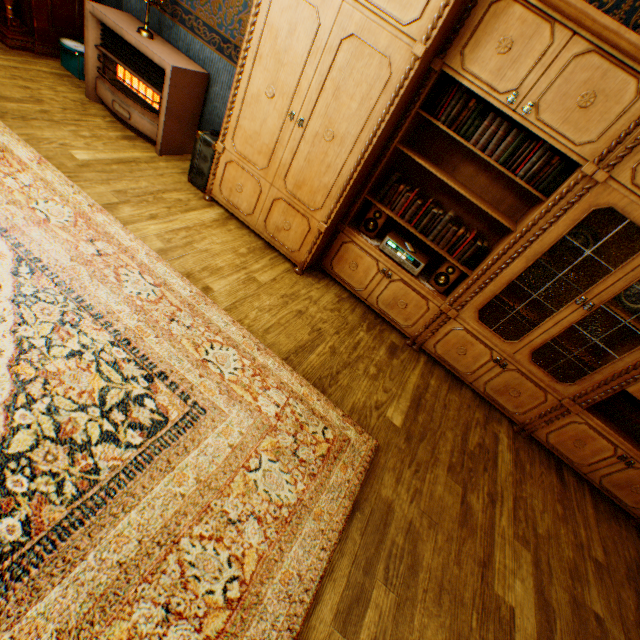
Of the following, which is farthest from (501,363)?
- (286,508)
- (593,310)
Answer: (286,508)

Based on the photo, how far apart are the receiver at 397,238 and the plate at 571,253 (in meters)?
1.05

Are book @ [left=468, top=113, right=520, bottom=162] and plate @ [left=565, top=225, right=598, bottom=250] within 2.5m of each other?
yes

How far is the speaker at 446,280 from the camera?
3.0 meters

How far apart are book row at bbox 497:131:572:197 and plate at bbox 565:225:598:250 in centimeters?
43cm

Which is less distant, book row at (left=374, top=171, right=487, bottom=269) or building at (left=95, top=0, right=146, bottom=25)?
book row at (left=374, top=171, right=487, bottom=269)

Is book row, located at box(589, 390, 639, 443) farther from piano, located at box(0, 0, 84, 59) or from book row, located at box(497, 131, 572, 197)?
piano, located at box(0, 0, 84, 59)

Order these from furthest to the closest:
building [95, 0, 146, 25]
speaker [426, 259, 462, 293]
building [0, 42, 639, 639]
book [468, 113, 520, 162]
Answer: building [95, 0, 146, 25], speaker [426, 259, 462, 293], book [468, 113, 520, 162], building [0, 42, 639, 639]
